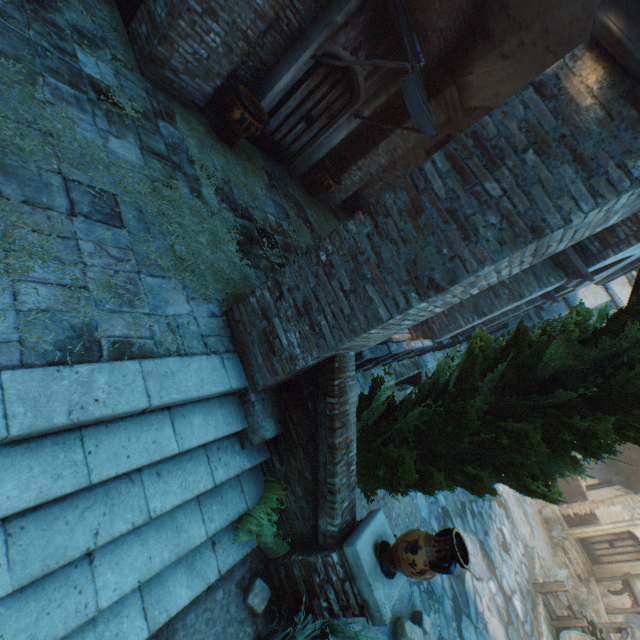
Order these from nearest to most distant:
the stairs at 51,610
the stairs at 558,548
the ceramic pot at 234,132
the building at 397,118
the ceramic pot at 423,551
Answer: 1. the stairs at 51,610
2. the ceramic pot at 423,551
3. the ceramic pot at 234,132
4. the building at 397,118
5. the stairs at 558,548

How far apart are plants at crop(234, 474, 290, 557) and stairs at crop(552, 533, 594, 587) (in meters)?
17.97

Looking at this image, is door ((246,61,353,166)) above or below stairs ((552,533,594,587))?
above

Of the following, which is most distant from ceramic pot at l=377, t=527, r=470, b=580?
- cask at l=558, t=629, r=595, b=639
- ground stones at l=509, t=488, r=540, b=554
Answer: ground stones at l=509, t=488, r=540, b=554

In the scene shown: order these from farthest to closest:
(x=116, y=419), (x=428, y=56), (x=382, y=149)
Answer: (x=382, y=149) < (x=428, y=56) < (x=116, y=419)

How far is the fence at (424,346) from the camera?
4.13m

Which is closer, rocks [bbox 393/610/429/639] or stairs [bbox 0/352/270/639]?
stairs [bbox 0/352/270/639]

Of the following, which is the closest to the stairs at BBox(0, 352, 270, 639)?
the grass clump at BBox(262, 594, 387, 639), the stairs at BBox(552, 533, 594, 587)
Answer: the grass clump at BBox(262, 594, 387, 639)
